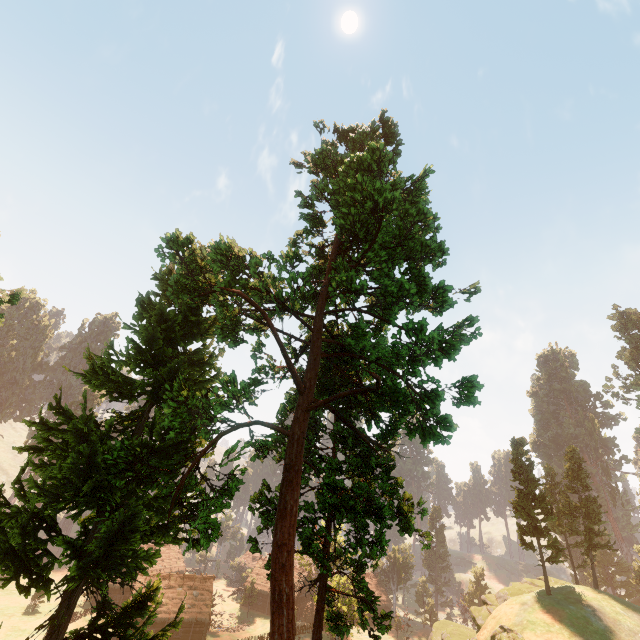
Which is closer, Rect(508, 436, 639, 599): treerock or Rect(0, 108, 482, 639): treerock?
Rect(0, 108, 482, 639): treerock

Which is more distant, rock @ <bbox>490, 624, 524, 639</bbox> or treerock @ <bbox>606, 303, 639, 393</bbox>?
treerock @ <bbox>606, 303, 639, 393</bbox>

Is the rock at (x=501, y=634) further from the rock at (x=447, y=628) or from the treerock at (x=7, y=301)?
the treerock at (x=7, y=301)

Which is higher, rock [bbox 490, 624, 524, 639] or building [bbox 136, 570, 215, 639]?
rock [bbox 490, 624, 524, 639]

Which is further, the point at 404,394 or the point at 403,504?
the point at 403,504

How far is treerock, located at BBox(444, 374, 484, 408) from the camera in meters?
13.2

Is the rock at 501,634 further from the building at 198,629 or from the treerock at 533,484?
the building at 198,629
